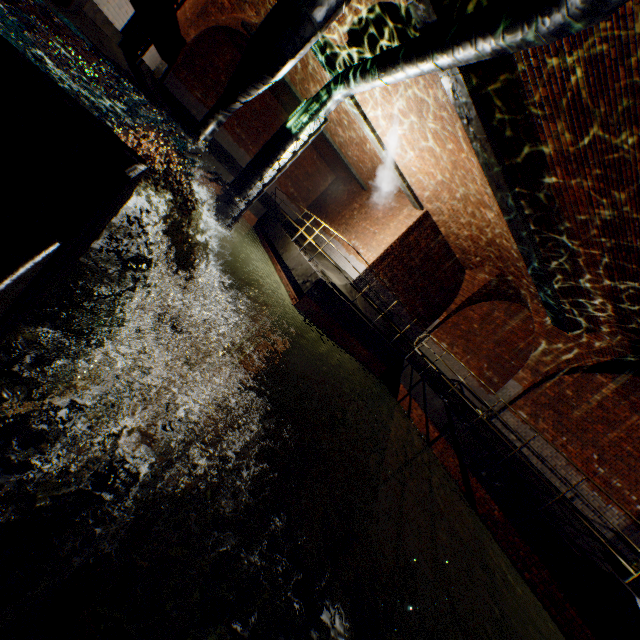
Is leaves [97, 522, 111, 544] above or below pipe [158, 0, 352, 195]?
below

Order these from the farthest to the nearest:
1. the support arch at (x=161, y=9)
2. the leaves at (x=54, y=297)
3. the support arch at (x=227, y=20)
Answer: the support arch at (x=227, y=20) < the support arch at (x=161, y=9) < the leaves at (x=54, y=297)

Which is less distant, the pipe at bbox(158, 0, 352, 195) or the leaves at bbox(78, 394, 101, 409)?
the leaves at bbox(78, 394, 101, 409)

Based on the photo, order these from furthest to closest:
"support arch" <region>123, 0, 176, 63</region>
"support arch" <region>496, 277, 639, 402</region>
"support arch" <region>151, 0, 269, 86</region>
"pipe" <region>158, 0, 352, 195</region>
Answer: "support arch" <region>151, 0, 269, 86</region>
"support arch" <region>496, 277, 639, 402</region>
"support arch" <region>123, 0, 176, 63</region>
"pipe" <region>158, 0, 352, 195</region>

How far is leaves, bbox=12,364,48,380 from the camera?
1.9m

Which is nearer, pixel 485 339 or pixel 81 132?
pixel 81 132

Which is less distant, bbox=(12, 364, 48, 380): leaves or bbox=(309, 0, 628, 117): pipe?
bbox=(12, 364, 48, 380): leaves

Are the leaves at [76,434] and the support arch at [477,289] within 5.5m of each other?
no
